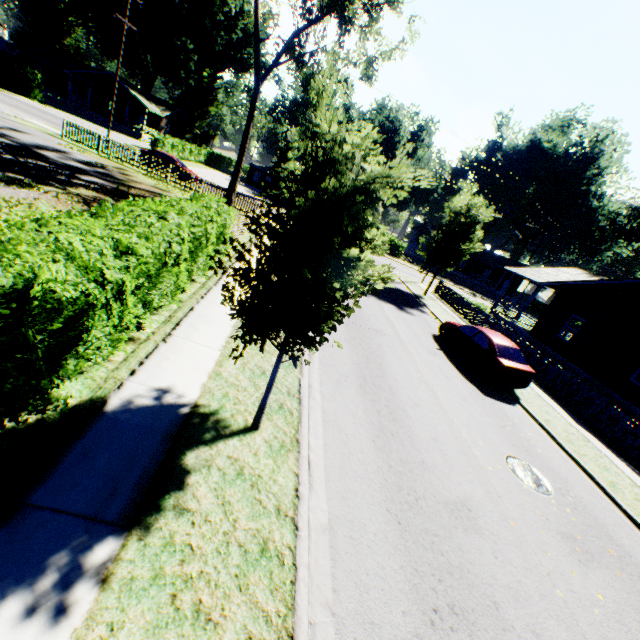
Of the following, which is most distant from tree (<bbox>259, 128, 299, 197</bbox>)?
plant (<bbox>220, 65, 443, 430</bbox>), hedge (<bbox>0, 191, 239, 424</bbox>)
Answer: plant (<bbox>220, 65, 443, 430</bbox>)

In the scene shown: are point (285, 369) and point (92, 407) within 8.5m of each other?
yes

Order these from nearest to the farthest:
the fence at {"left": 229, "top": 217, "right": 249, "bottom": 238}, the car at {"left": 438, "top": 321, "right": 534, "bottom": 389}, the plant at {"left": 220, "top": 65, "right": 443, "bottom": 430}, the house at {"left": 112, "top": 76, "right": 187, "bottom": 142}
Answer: the plant at {"left": 220, "top": 65, "right": 443, "bottom": 430} < the car at {"left": 438, "top": 321, "right": 534, "bottom": 389} < the fence at {"left": 229, "top": 217, "right": 249, "bottom": 238} < the house at {"left": 112, "top": 76, "right": 187, "bottom": 142}

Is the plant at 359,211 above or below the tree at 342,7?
below

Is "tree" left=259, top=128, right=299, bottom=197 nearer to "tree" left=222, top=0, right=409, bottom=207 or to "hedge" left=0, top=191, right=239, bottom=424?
"tree" left=222, top=0, right=409, bottom=207

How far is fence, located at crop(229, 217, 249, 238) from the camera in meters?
15.0

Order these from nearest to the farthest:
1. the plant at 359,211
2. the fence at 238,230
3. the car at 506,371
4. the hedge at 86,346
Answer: the hedge at 86,346, the plant at 359,211, the car at 506,371, the fence at 238,230

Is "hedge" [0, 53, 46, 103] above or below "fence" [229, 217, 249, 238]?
above
